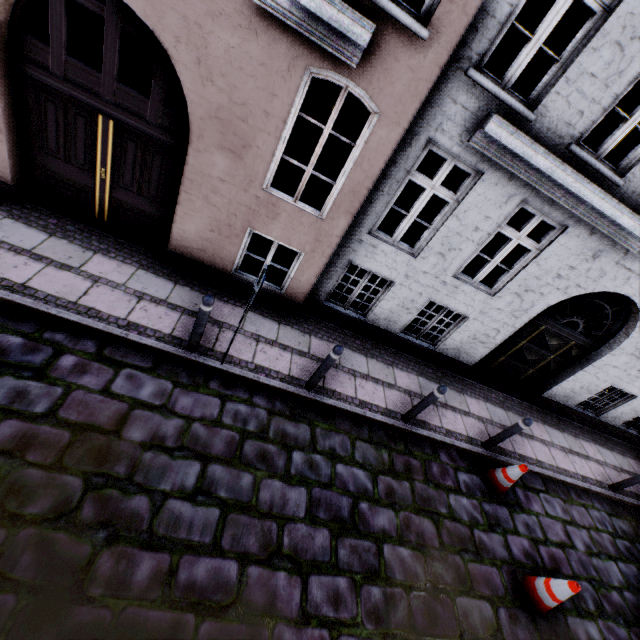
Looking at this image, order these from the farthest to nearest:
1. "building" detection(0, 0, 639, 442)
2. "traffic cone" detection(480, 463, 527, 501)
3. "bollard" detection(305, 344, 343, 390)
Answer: "traffic cone" detection(480, 463, 527, 501) → "bollard" detection(305, 344, 343, 390) → "building" detection(0, 0, 639, 442)

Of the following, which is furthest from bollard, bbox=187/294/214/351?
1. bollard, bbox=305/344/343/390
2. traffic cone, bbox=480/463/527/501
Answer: traffic cone, bbox=480/463/527/501

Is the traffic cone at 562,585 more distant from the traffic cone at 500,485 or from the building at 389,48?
the building at 389,48

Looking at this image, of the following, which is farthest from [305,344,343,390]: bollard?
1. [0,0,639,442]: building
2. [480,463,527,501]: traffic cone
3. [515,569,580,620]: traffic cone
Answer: [515,569,580,620]: traffic cone

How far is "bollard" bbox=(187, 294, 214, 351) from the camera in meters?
4.3 m

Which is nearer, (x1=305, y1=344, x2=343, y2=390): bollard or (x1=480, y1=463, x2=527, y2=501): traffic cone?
(x1=305, y1=344, x2=343, y2=390): bollard

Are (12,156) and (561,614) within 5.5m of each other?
no

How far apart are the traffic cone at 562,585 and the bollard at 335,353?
4.24m
